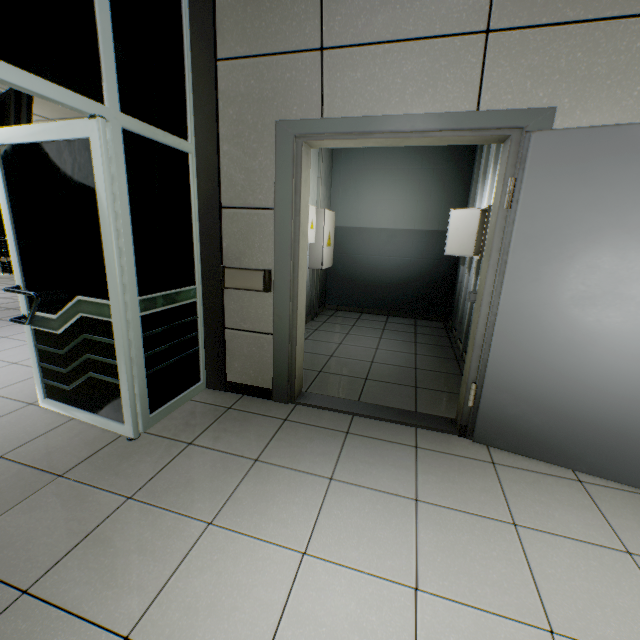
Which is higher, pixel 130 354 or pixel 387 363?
pixel 130 354

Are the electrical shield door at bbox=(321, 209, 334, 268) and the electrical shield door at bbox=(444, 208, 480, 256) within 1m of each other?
no

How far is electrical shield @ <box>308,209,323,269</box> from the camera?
4.9m

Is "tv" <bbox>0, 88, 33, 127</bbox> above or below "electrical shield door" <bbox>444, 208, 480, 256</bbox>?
above

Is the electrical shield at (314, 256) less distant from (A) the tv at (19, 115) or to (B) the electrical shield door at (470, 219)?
(B) the electrical shield door at (470, 219)

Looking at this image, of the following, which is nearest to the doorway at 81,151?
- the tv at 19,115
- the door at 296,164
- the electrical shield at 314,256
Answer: the door at 296,164

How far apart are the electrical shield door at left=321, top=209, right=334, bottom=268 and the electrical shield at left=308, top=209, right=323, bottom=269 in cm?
A: 2

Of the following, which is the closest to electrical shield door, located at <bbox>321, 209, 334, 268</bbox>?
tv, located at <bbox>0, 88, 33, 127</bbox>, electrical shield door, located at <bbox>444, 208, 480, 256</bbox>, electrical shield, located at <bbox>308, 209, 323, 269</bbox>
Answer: electrical shield, located at <bbox>308, 209, 323, 269</bbox>
